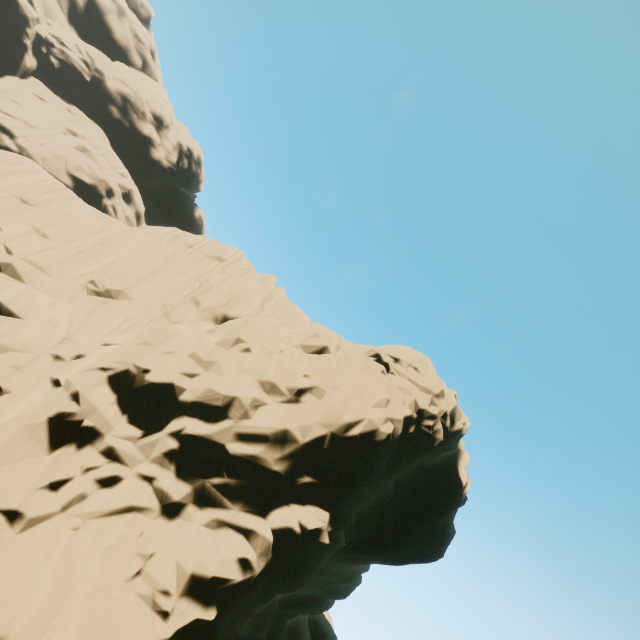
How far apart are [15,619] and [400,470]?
14.1 meters
